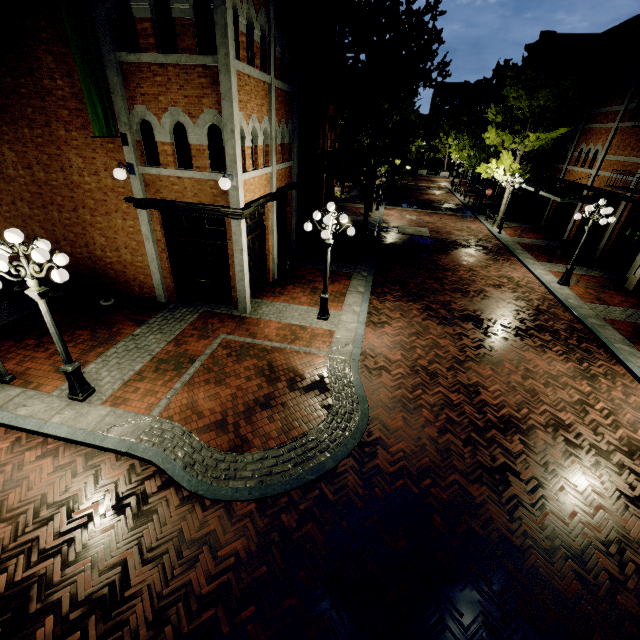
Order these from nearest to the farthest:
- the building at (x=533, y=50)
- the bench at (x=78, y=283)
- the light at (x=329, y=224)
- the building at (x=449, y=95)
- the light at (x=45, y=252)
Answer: the light at (x=45, y=252) → the light at (x=329, y=224) → the bench at (x=78, y=283) → the building at (x=533, y=50) → the building at (x=449, y=95)

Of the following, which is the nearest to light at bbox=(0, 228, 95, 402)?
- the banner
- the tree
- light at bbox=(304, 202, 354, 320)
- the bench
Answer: the banner

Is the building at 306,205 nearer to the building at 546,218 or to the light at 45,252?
the light at 45,252

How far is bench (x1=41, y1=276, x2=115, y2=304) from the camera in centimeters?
1042cm

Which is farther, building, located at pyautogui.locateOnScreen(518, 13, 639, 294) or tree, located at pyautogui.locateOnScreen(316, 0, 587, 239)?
building, located at pyautogui.locateOnScreen(518, 13, 639, 294)

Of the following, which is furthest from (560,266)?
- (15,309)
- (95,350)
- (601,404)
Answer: (15,309)

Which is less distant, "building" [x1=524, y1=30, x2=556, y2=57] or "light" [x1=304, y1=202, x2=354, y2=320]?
"light" [x1=304, y1=202, x2=354, y2=320]

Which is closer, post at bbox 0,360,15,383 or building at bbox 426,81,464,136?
post at bbox 0,360,15,383
